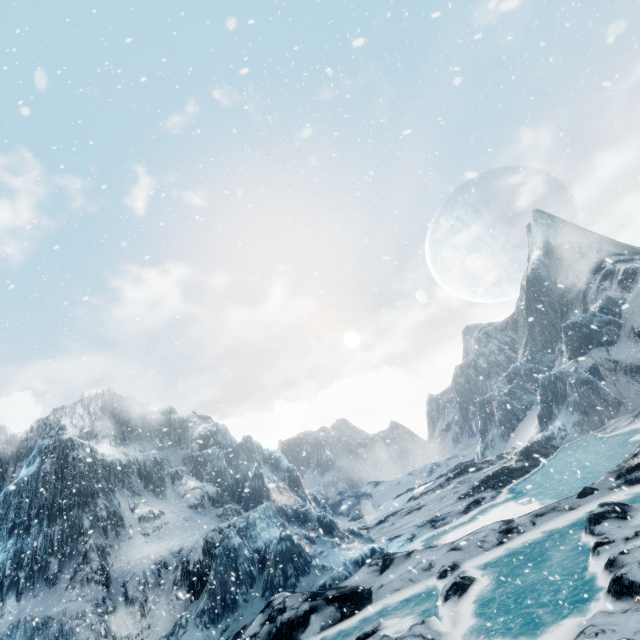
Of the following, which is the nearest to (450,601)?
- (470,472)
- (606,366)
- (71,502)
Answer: (470,472)
